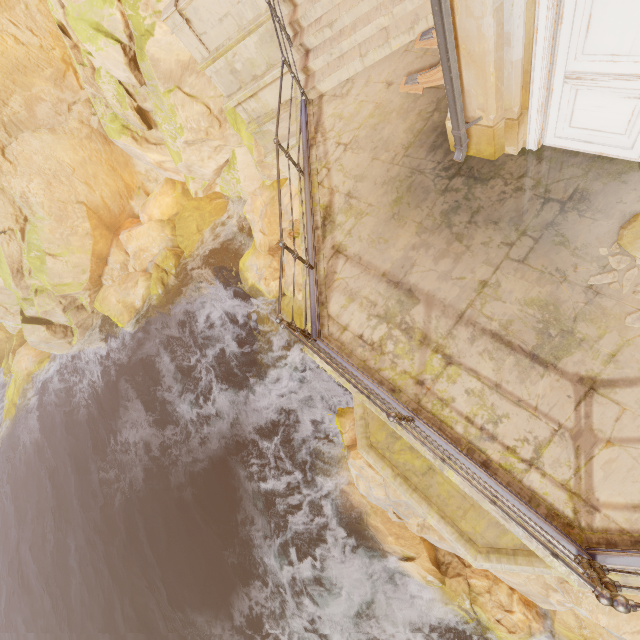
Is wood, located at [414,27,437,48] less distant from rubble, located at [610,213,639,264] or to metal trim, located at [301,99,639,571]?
metal trim, located at [301,99,639,571]

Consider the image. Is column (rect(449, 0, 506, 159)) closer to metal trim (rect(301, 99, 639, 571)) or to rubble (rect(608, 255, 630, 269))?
rubble (rect(608, 255, 630, 269))

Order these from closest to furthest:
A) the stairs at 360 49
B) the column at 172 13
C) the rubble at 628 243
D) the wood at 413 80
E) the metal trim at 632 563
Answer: the metal trim at 632 563
the rubble at 628 243
the wood at 413 80
the stairs at 360 49
the column at 172 13

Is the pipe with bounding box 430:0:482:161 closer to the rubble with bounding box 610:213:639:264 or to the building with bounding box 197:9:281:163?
the building with bounding box 197:9:281:163

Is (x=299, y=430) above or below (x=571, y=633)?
below

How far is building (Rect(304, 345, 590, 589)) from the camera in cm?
365

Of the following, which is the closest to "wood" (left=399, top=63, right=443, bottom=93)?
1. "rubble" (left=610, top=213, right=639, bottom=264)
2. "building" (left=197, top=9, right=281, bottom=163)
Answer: "building" (left=197, top=9, right=281, bottom=163)

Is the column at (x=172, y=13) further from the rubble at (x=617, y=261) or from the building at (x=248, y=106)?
the rubble at (x=617, y=261)
